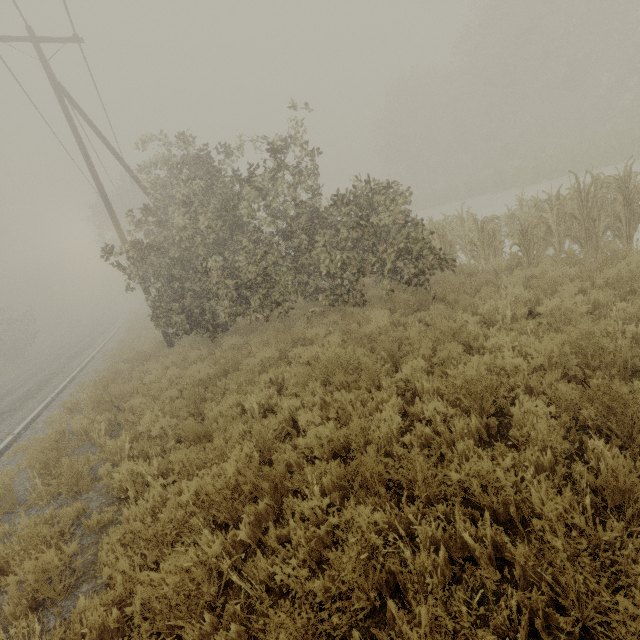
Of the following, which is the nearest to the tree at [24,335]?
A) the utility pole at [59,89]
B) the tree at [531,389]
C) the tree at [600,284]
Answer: the tree at [600,284]

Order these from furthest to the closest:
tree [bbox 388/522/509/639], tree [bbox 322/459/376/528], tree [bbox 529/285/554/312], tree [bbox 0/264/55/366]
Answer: tree [bbox 0/264/55/366], tree [bbox 529/285/554/312], tree [bbox 322/459/376/528], tree [bbox 388/522/509/639]

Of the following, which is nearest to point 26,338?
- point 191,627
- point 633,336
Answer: point 191,627

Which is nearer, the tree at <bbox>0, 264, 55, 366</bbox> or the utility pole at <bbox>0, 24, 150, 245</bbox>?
the utility pole at <bbox>0, 24, 150, 245</bbox>

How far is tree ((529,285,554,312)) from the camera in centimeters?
509cm

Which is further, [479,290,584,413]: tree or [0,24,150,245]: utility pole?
[0,24,150,245]: utility pole
